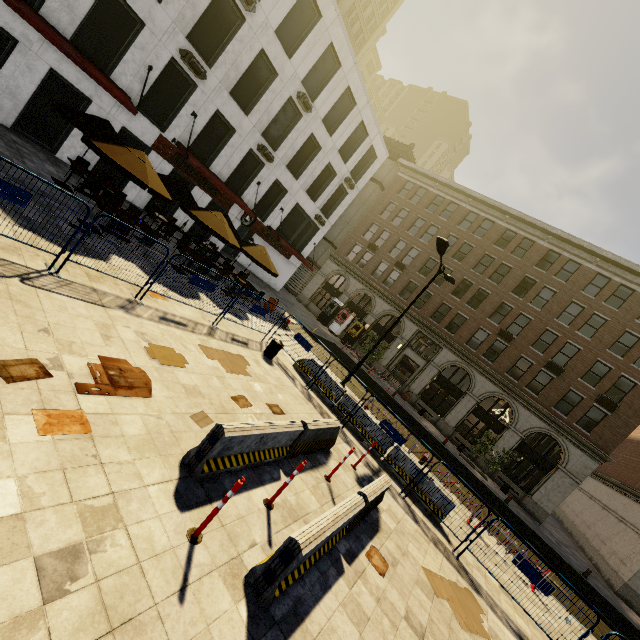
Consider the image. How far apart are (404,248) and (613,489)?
31.3m

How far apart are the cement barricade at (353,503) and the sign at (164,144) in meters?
18.8 m

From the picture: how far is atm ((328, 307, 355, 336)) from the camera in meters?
33.6 m

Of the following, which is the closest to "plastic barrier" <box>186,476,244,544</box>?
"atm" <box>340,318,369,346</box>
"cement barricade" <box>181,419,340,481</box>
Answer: "cement barricade" <box>181,419,340,481</box>

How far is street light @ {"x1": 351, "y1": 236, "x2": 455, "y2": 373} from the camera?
13.3 meters

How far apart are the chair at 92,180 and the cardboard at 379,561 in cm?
1468

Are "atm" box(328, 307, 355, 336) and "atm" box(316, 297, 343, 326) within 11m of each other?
yes

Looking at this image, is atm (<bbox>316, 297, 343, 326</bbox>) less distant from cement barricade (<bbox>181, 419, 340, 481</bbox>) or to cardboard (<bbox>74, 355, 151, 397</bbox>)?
cement barricade (<bbox>181, 419, 340, 481</bbox>)
